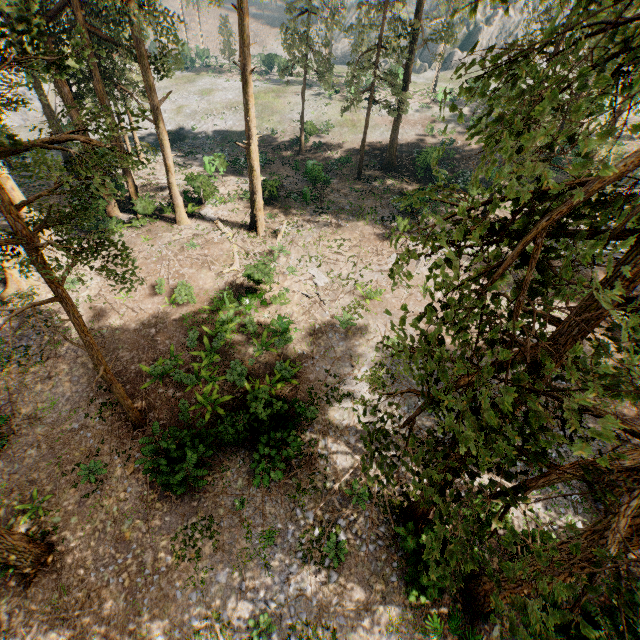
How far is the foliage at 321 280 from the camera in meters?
21.8 m

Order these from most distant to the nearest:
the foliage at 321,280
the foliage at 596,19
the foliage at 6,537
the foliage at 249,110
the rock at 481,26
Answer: the rock at 481,26 → the foliage at 321,280 → the foliage at 249,110 → the foliage at 6,537 → the foliage at 596,19

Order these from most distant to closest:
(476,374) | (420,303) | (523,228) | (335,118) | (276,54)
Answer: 1. (276,54)
2. (335,118)
3. (420,303)
4. (476,374)
5. (523,228)

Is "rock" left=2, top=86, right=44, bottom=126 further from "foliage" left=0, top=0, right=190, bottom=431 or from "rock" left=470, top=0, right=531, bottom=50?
"rock" left=470, top=0, right=531, bottom=50

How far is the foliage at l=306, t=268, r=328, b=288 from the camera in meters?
21.8 m

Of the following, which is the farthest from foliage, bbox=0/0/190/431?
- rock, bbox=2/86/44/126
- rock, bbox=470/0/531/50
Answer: rock, bbox=470/0/531/50

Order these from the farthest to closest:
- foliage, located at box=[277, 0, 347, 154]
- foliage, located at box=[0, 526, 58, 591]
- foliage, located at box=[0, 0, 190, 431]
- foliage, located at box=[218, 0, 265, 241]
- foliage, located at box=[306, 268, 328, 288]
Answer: foliage, located at box=[277, 0, 347, 154]
foliage, located at box=[306, 268, 328, 288]
foliage, located at box=[218, 0, 265, 241]
foliage, located at box=[0, 526, 58, 591]
foliage, located at box=[0, 0, 190, 431]
